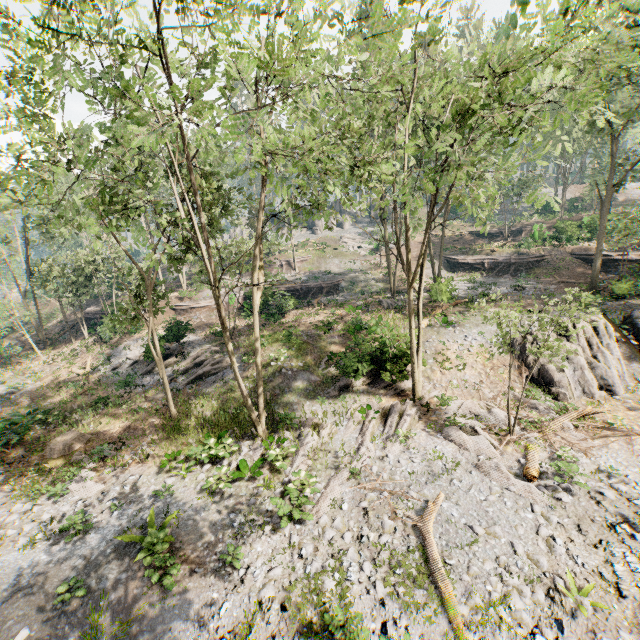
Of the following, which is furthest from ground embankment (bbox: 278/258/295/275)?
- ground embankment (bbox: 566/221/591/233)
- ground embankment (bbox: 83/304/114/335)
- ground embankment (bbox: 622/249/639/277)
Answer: ground embankment (bbox: 622/249/639/277)

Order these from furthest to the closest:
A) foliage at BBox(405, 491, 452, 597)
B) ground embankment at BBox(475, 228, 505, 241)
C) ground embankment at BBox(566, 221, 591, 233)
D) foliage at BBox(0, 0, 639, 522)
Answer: ground embankment at BBox(475, 228, 505, 241), ground embankment at BBox(566, 221, 591, 233), foliage at BBox(405, 491, 452, 597), foliage at BBox(0, 0, 639, 522)

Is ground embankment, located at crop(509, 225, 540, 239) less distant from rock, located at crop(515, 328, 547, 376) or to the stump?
rock, located at crop(515, 328, 547, 376)

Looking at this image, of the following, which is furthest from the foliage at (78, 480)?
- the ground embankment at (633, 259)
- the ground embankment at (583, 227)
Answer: the ground embankment at (583, 227)

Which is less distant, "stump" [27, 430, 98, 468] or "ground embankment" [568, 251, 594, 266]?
"stump" [27, 430, 98, 468]

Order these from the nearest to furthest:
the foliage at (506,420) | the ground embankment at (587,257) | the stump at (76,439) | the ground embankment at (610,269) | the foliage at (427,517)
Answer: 1. the foliage at (427,517)
2. the foliage at (506,420)
3. the stump at (76,439)
4. the ground embankment at (610,269)
5. the ground embankment at (587,257)

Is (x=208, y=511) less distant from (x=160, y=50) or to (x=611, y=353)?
(x=160, y=50)

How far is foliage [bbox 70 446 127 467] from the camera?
15.7 meters
